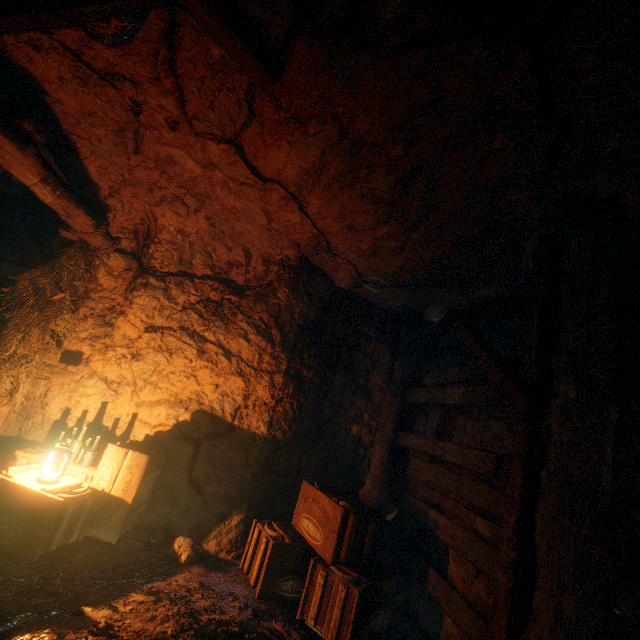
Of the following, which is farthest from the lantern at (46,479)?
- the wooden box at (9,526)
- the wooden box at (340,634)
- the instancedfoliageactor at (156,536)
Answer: the wooden box at (340,634)

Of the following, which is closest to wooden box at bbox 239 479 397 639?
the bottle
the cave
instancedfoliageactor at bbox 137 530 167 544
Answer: the cave

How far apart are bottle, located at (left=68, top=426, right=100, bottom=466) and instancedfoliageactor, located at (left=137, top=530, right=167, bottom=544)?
1.2m

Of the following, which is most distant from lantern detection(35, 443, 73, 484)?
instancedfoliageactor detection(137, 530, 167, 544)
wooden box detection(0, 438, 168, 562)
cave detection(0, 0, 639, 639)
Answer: instancedfoliageactor detection(137, 530, 167, 544)

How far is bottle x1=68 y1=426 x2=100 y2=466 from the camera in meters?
4.4 m

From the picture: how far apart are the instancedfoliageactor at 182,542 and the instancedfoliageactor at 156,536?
0.21m

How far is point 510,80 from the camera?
2.07m

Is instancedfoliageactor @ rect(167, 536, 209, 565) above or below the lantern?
below
